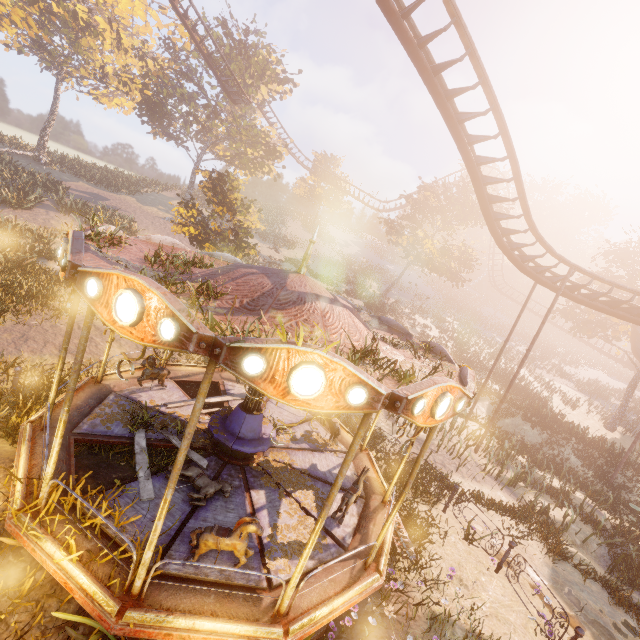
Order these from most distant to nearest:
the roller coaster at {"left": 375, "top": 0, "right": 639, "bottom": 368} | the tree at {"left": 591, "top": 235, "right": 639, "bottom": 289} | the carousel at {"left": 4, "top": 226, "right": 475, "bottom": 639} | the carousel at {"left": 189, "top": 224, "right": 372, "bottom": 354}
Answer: the tree at {"left": 591, "top": 235, "right": 639, "bottom": 289}, the roller coaster at {"left": 375, "top": 0, "right": 639, "bottom": 368}, the carousel at {"left": 189, "top": 224, "right": 372, "bottom": 354}, the carousel at {"left": 4, "top": 226, "right": 475, "bottom": 639}

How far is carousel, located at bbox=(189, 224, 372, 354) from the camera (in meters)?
5.12

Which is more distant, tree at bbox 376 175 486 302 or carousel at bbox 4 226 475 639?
tree at bbox 376 175 486 302

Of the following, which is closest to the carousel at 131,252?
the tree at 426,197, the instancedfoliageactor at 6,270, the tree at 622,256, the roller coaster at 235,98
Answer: the roller coaster at 235,98

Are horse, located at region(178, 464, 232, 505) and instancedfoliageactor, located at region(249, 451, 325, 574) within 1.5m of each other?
yes

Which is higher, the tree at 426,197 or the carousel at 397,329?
the tree at 426,197

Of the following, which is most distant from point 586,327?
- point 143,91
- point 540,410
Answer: point 143,91

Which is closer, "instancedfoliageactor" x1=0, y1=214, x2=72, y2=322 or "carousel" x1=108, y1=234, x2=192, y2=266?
"carousel" x1=108, y1=234, x2=192, y2=266
